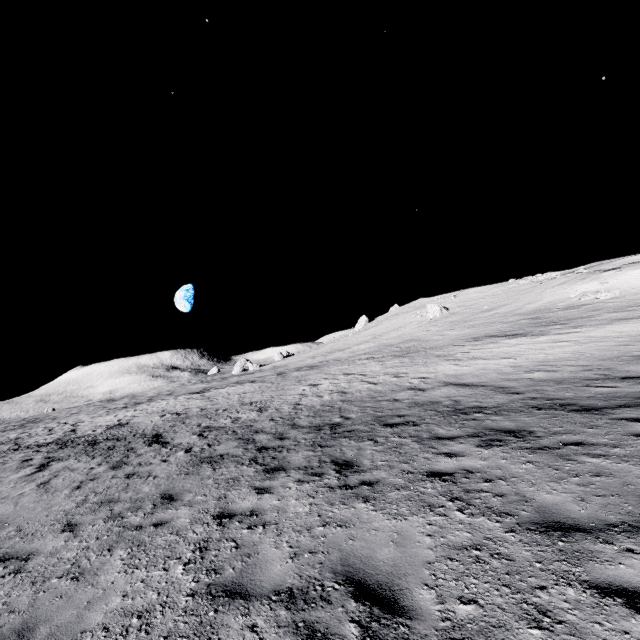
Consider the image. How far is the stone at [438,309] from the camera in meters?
50.1 m

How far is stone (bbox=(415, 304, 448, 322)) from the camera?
50.1m

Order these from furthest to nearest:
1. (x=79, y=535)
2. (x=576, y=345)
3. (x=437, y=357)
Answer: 1. (x=437, y=357)
2. (x=576, y=345)
3. (x=79, y=535)
